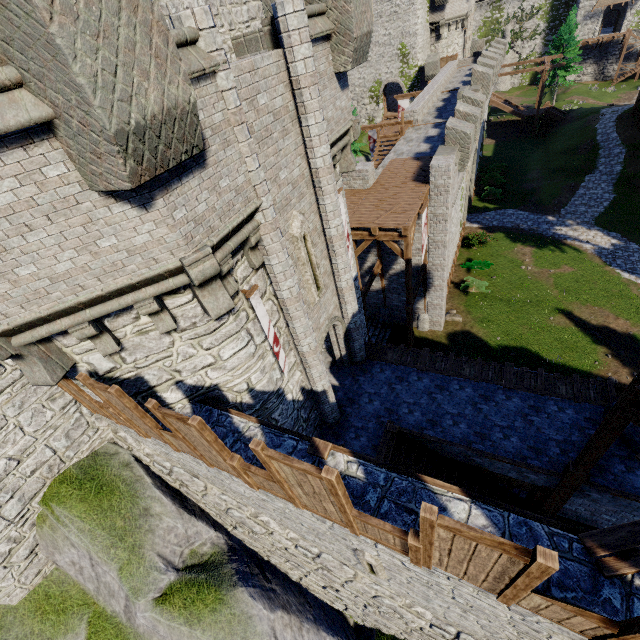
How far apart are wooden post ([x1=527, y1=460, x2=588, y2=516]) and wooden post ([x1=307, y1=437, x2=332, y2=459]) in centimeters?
570cm

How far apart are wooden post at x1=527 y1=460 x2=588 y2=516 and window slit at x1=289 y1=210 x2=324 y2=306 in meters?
8.2

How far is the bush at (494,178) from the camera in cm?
3495

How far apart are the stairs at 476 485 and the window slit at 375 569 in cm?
311

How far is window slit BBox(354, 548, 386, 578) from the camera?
5.9 meters

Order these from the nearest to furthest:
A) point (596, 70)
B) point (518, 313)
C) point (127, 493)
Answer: point (127, 493)
point (518, 313)
point (596, 70)

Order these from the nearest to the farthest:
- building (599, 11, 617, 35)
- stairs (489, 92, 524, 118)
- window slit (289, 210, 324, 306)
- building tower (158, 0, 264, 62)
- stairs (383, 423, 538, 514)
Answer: window slit (289, 210, 324, 306), building tower (158, 0, 264, 62), stairs (383, 423, 538, 514), stairs (489, 92, 524, 118), building (599, 11, 617, 35)

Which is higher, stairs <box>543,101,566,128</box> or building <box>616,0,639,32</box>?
building <box>616,0,639,32</box>
